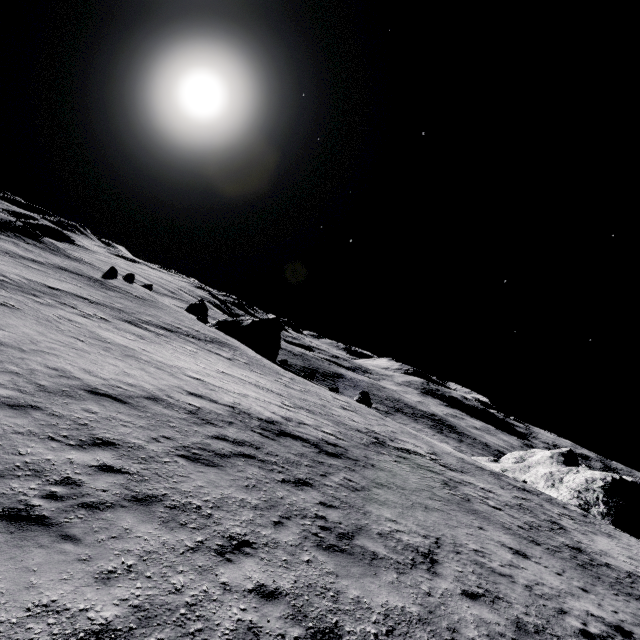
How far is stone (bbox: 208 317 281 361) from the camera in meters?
47.3 m

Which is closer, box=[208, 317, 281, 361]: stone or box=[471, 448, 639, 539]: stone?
box=[471, 448, 639, 539]: stone

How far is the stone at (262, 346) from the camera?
47.3 meters

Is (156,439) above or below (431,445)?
below

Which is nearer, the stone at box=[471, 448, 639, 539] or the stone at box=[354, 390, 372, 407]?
the stone at box=[471, 448, 639, 539]

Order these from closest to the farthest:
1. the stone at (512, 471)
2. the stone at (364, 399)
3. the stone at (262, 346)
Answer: the stone at (512, 471) → the stone at (364, 399) → the stone at (262, 346)

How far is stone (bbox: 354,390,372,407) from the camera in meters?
38.9

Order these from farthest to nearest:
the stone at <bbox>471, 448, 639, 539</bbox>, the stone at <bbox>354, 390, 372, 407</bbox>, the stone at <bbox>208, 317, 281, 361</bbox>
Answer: the stone at <bbox>208, 317, 281, 361</bbox> < the stone at <bbox>354, 390, 372, 407</bbox> < the stone at <bbox>471, 448, 639, 539</bbox>
